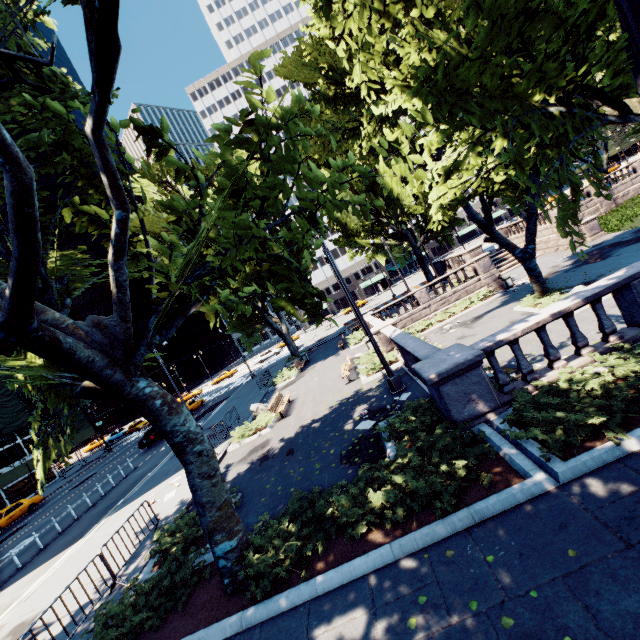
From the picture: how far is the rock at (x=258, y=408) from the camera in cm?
1853

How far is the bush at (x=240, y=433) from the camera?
15.9 meters

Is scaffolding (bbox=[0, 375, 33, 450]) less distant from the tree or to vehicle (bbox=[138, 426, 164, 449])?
vehicle (bbox=[138, 426, 164, 449])

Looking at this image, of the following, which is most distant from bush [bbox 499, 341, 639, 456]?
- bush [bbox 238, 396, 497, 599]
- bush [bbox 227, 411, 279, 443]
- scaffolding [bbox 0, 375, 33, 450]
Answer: scaffolding [bbox 0, 375, 33, 450]

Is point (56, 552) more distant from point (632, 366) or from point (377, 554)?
point (632, 366)

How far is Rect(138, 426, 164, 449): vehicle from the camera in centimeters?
2848cm

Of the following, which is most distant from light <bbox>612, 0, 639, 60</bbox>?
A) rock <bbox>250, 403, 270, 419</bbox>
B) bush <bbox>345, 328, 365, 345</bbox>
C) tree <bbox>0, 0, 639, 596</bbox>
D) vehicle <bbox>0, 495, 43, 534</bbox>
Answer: vehicle <bbox>0, 495, 43, 534</bbox>

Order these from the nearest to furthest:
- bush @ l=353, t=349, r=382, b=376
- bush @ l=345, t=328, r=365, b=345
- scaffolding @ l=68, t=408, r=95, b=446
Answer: bush @ l=353, t=349, r=382, b=376 → bush @ l=345, t=328, r=365, b=345 → scaffolding @ l=68, t=408, r=95, b=446
